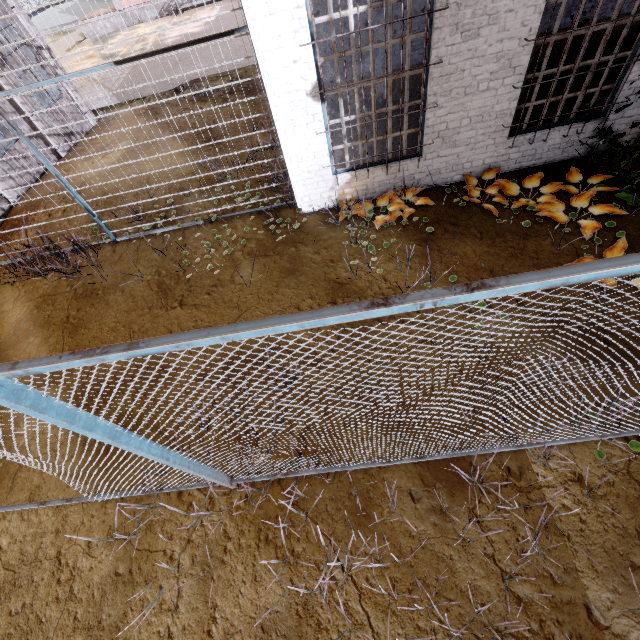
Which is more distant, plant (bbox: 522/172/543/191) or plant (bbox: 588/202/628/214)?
plant (bbox: 522/172/543/191)

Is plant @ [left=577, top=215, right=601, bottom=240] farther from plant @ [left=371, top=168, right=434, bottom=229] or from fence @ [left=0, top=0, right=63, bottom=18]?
fence @ [left=0, top=0, right=63, bottom=18]

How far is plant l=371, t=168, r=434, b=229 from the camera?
5.5m

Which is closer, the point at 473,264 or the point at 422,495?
the point at 422,495

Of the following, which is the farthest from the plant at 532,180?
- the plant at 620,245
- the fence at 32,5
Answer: the fence at 32,5

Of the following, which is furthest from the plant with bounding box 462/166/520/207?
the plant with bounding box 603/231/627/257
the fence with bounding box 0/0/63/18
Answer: the fence with bounding box 0/0/63/18

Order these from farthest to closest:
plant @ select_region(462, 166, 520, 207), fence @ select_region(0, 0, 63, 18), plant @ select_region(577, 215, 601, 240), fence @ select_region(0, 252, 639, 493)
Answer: plant @ select_region(462, 166, 520, 207) → plant @ select_region(577, 215, 601, 240) → fence @ select_region(0, 0, 63, 18) → fence @ select_region(0, 252, 639, 493)
